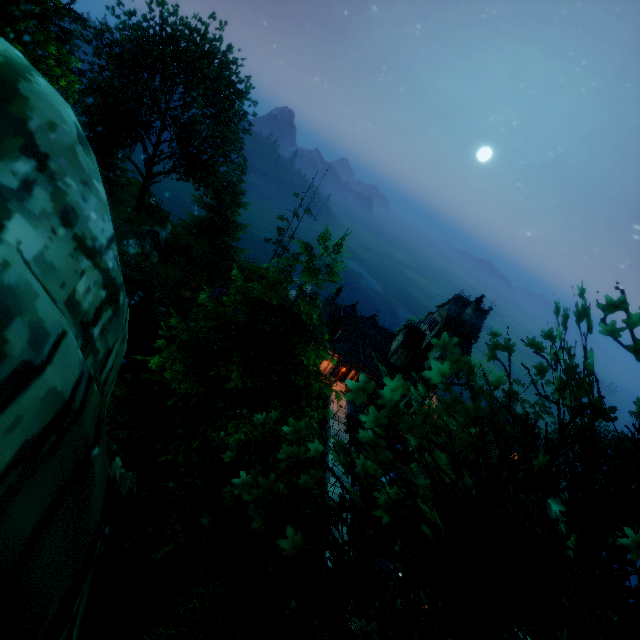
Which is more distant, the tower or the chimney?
the tower

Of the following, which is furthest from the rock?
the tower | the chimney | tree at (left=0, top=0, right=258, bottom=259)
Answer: the chimney

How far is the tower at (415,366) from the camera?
32.7m

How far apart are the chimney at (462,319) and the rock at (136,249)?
31.4m

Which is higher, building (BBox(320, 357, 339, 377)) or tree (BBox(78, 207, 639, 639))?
tree (BBox(78, 207, 639, 639))

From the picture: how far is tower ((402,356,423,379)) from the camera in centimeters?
3272cm

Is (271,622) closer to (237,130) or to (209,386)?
(209,386)
